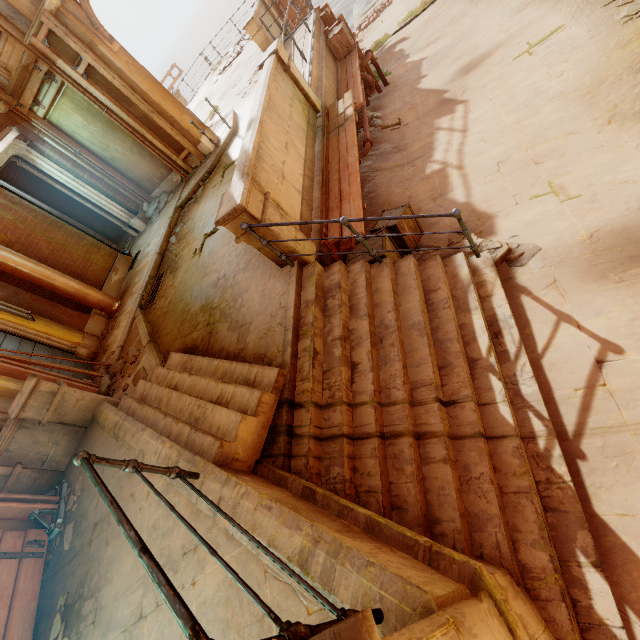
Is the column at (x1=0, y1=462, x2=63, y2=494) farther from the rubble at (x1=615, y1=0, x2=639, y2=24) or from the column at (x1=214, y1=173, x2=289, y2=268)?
the rubble at (x1=615, y1=0, x2=639, y2=24)

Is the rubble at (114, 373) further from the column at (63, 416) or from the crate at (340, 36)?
the crate at (340, 36)

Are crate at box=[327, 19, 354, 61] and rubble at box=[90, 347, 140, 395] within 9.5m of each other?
no

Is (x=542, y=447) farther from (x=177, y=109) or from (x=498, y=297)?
(x=177, y=109)

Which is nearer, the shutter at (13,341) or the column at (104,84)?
the shutter at (13,341)

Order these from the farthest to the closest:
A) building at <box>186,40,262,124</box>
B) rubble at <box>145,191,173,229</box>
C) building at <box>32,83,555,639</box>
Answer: building at <box>186,40,262,124</box>
rubble at <box>145,191,173,229</box>
building at <box>32,83,555,639</box>

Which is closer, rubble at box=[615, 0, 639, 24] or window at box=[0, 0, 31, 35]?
rubble at box=[615, 0, 639, 24]

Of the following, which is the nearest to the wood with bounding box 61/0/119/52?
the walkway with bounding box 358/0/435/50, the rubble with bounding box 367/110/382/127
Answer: the rubble with bounding box 367/110/382/127
